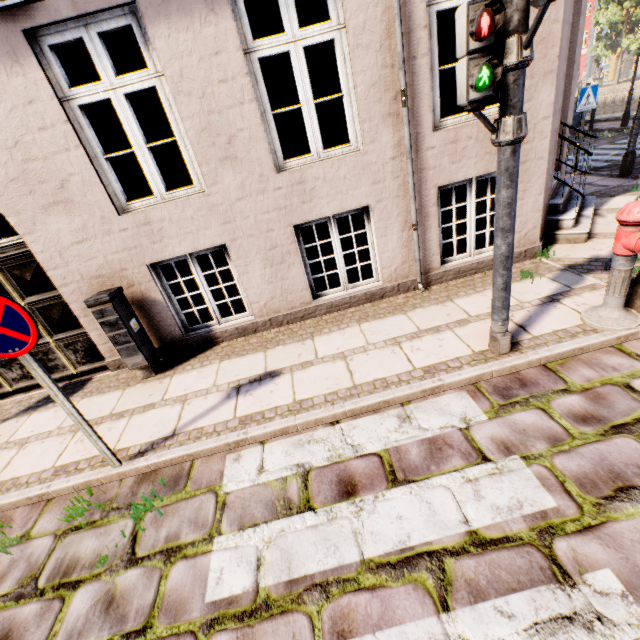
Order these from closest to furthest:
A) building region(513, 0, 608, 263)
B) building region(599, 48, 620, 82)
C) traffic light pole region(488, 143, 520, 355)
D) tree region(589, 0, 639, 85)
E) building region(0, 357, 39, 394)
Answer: traffic light pole region(488, 143, 520, 355) → building region(513, 0, 608, 263) → building region(0, 357, 39, 394) → tree region(589, 0, 639, 85) → building region(599, 48, 620, 82)

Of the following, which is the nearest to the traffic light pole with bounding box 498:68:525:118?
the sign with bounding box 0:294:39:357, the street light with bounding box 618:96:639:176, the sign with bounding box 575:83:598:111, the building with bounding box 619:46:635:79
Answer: the street light with bounding box 618:96:639:176

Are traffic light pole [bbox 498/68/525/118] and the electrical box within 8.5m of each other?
yes

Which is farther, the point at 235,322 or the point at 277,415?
the point at 235,322

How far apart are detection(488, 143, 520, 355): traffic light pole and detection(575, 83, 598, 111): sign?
8.1m

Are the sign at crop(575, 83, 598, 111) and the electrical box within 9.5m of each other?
no

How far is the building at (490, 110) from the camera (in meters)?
3.98

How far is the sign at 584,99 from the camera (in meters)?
7.66
